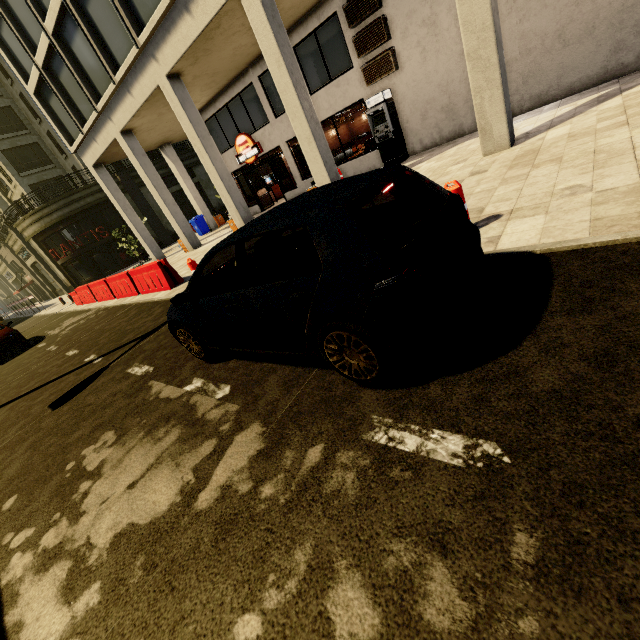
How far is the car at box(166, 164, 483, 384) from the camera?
2.14m

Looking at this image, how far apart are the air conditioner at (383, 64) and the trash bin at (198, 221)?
14.59m

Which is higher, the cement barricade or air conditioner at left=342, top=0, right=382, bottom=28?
air conditioner at left=342, top=0, right=382, bottom=28

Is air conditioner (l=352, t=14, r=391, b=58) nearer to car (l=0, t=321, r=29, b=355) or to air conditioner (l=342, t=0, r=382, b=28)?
air conditioner (l=342, t=0, r=382, b=28)

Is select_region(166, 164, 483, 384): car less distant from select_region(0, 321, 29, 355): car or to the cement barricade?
the cement barricade

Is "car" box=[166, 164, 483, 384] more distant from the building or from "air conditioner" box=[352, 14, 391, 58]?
"air conditioner" box=[352, 14, 391, 58]

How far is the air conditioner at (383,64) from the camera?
11.1m

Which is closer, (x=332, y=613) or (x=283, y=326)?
(x=332, y=613)
